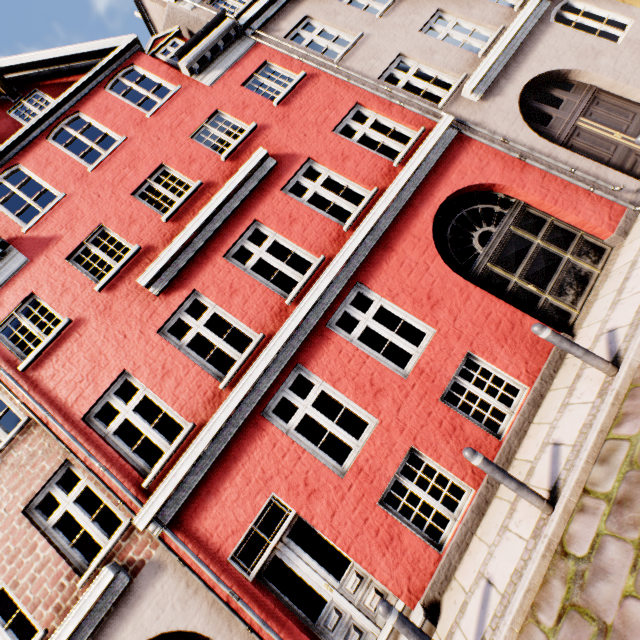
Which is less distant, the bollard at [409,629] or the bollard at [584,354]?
the bollard at [409,629]

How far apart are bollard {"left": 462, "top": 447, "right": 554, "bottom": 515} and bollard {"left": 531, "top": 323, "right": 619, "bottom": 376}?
1.9 meters

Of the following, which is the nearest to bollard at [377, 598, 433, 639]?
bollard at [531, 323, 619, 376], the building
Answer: the building

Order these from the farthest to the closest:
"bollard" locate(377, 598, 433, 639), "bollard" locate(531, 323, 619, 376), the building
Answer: the building → "bollard" locate(531, 323, 619, 376) → "bollard" locate(377, 598, 433, 639)

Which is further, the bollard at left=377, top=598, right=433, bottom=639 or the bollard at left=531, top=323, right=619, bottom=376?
the bollard at left=531, top=323, right=619, bottom=376

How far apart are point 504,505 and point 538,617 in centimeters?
154cm

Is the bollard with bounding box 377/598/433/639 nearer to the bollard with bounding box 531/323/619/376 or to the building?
the building

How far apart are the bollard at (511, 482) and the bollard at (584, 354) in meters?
1.9 m
